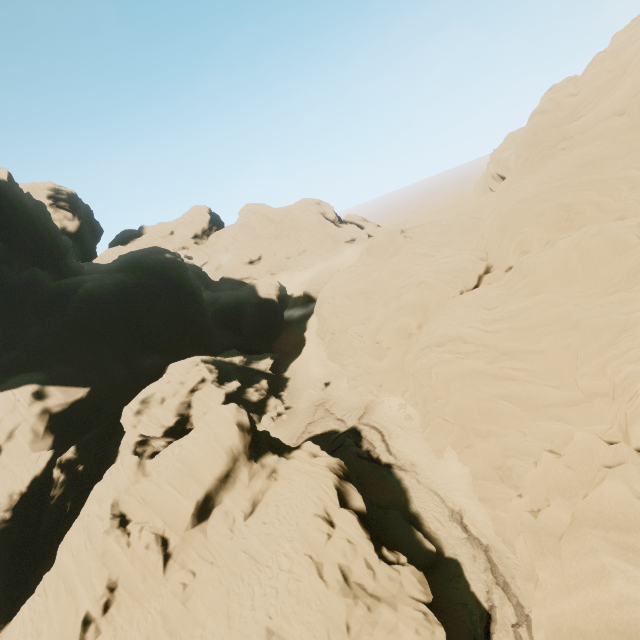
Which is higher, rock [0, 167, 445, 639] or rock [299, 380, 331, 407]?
rock [0, 167, 445, 639]

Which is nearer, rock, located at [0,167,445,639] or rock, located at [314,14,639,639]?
rock, located at [314,14,639,639]

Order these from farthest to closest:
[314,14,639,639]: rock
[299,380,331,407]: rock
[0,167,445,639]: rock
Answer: [299,380,331,407]: rock < [0,167,445,639]: rock < [314,14,639,639]: rock

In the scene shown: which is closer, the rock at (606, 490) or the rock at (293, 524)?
the rock at (606, 490)

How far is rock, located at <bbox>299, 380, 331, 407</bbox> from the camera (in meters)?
42.94

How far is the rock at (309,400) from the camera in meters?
42.9

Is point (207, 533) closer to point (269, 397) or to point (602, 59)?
point (269, 397)
